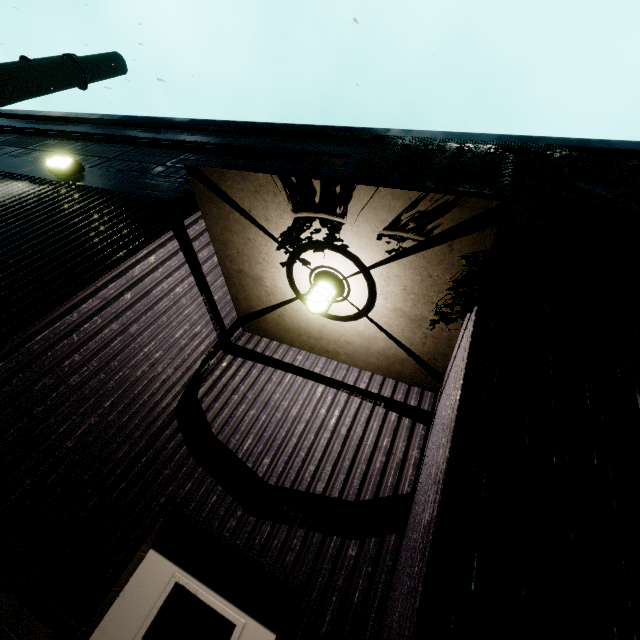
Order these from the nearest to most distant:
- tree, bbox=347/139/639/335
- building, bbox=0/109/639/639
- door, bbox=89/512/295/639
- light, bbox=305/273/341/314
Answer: building, bbox=0/109/639/639, tree, bbox=347/139/639/335, door, bbox=89/512/295/639, light, bbox=305/273/341/314

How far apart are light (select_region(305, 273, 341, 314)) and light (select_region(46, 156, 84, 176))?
4.21m

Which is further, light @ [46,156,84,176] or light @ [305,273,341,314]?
light @ [46,156,84,176]

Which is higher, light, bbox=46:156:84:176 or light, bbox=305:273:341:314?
light, bbox=46:156:84:176

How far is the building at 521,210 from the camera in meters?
3.0

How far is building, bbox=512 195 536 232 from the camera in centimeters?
297cm

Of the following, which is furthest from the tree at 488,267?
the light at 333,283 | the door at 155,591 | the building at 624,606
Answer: the door at 155,591

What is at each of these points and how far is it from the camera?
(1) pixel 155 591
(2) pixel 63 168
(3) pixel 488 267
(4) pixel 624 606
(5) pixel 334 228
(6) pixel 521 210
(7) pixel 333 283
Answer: (1) door, 2.97m
(2) light, 4.69m
(3) tree, 2.41m
(4) building, 1.14m
(5) tree, 2.88m
(6) building, 3.15m
(7) light, 3.41m
